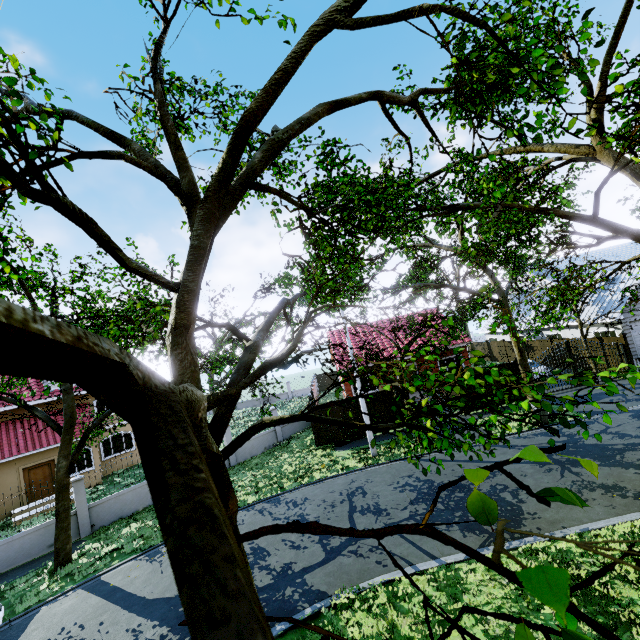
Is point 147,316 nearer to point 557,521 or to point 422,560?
point 422,560

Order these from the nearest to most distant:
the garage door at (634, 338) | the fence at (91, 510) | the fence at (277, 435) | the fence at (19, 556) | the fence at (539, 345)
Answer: the fence at (19, 556) → the fence at (91, 510) → the fence at (277, 435) → the garage door at (634, 338) → the fence at (539, 345)

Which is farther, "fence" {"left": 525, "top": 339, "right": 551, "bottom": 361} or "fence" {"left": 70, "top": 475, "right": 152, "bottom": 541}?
"fence" {"left": 525, "top": 339, "right": 551, "bottom": 361}

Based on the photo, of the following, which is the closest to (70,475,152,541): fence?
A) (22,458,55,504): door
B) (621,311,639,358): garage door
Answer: (621,311,639,358): garage door

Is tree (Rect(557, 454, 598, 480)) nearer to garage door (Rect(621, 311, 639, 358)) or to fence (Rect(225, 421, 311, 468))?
fence (Rect(225, 421, 311, 468))

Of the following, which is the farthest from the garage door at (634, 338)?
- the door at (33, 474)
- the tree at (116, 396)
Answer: the door at (33, 474)

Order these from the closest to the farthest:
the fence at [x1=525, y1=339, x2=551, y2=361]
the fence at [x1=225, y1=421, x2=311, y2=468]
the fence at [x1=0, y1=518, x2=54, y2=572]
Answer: the fence at [x1=0, y1=518, x2=54, y2=572]
the fence at [x1=225, y1=421, x2=311, y2=468]
the fence at [x1=525, y1=339, x2=551, y2=361]

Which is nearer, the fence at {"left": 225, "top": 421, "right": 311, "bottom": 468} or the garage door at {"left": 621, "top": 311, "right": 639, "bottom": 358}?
the fence at {"left": 225, "top": 421, "right": 311, "bottom": 468}
